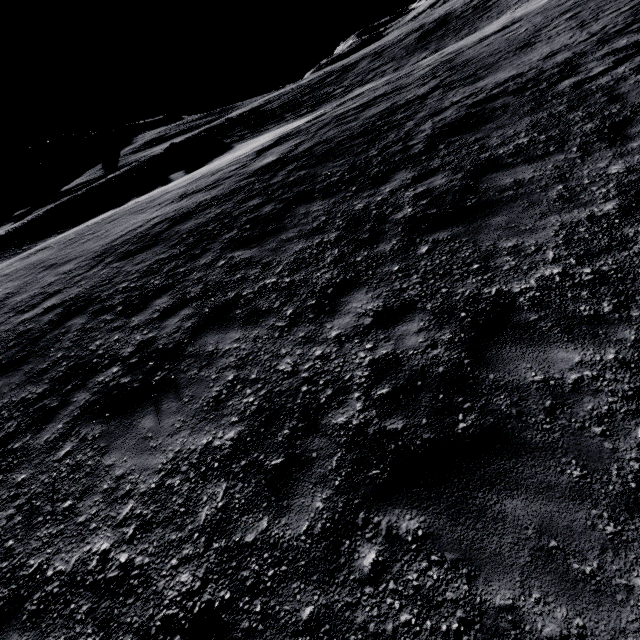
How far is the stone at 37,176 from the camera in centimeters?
5350cm

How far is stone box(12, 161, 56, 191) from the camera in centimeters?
5350cm

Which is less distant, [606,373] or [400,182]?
[606,373]
